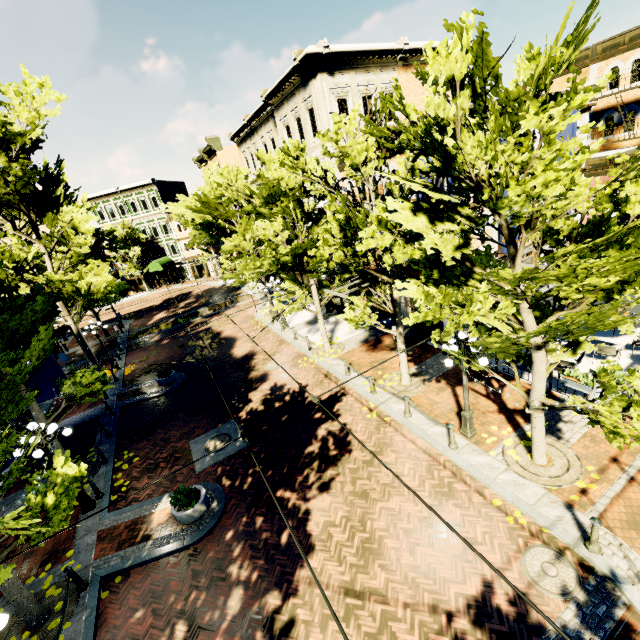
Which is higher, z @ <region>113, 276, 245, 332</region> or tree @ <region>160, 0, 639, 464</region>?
tree @ <region>160, 0, 639, 464</region>

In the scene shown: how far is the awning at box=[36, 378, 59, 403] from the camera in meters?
12.5

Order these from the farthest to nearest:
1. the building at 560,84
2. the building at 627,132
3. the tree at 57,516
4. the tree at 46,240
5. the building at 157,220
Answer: the building at 157,220
the building at 627,132
the building at 560,84
the tree at 46,240
the tree at 57,516

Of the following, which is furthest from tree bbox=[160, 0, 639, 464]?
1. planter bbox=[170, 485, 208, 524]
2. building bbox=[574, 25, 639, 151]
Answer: building bbox=[574, 25, 639, 151]

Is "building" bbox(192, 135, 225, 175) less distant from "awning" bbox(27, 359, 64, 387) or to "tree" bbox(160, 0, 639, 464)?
"tree" bbox(160, 0, 639, 464)

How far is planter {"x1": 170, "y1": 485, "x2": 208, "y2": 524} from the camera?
9.3 meters

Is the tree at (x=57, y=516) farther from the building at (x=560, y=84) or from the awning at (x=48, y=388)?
the building at (x=560, y=84)

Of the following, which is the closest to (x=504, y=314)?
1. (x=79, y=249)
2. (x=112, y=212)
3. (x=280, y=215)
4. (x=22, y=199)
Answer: (x=280, y=215)
